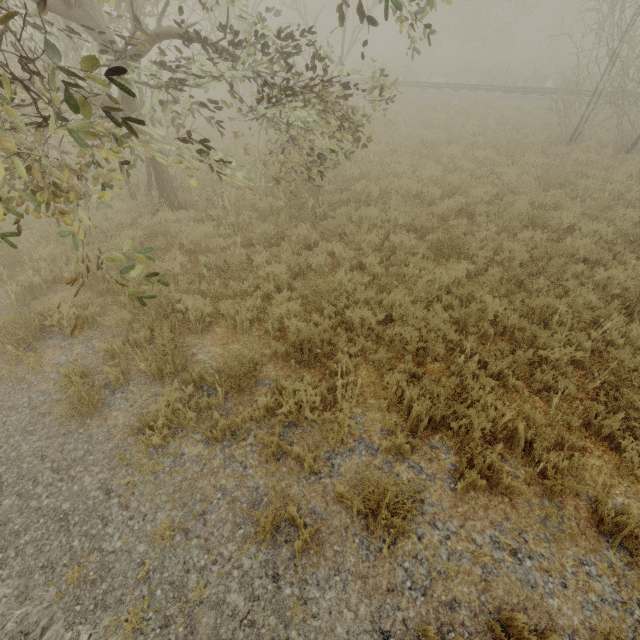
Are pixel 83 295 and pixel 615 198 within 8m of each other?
no
